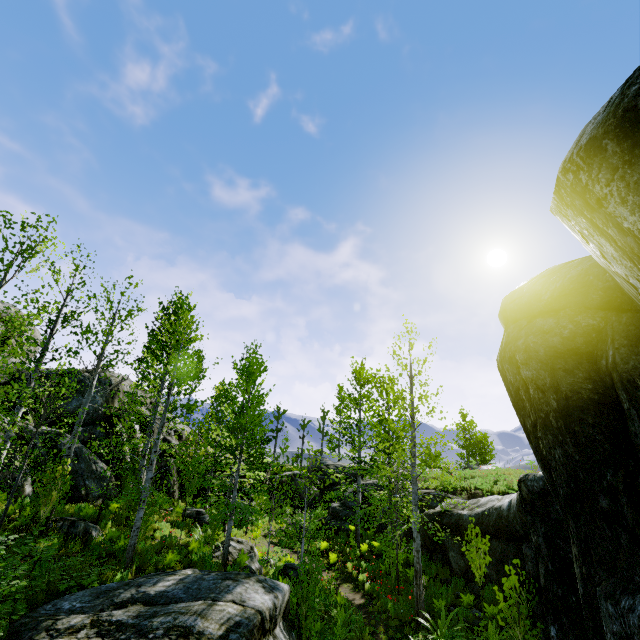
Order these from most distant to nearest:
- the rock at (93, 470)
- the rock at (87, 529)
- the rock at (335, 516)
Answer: the rock at (335, 516)
the rock at (93, 470)
the rock at (87, 529)

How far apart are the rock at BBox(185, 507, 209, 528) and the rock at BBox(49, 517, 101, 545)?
6.04m

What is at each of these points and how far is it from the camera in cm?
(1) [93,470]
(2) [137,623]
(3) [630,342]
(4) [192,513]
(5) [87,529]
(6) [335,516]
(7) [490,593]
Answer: (1) rock, 1516
(2) rock, 589
(3) rock, 354
(4) rock, 1730
(5) rock, 1098
(6) rock, 2209
(7) instancedfoliageactor, 1091

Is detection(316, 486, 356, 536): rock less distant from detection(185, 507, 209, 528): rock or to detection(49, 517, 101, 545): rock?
detection(185, 507, 209, 528): rock

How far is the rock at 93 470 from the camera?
13.97m

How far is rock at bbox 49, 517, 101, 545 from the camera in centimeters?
1057cm

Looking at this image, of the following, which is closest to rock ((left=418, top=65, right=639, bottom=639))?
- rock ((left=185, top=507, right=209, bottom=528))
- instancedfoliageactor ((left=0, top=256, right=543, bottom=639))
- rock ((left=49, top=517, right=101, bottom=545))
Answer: instancedfoliageactor ((left=0, top=256, right=543, bottom=639))

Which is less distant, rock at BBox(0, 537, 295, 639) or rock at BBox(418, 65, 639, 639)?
rock at BBox(418, 65, 639, 639)
